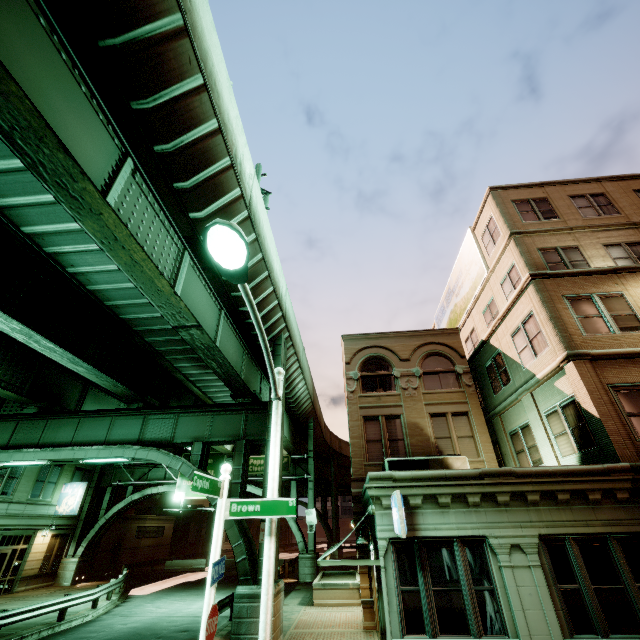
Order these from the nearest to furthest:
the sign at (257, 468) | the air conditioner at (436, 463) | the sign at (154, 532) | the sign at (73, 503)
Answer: the air conditioner at (436, 463), the sign at (73, 503), the sign at (257, 468), the sign at (154, 532)

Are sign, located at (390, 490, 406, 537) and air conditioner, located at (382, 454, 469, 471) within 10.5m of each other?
yes

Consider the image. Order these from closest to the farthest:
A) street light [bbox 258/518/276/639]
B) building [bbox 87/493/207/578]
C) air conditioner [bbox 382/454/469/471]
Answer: street light [bbox 258/518/276/639], air conditioner [bbox 382/454/469/471], building [bbox 87/493/207/578]

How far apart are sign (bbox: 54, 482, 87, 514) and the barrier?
12.32m

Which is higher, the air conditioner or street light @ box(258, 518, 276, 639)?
the air conditioner

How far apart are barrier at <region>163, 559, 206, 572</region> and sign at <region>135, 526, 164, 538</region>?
4.9 meters

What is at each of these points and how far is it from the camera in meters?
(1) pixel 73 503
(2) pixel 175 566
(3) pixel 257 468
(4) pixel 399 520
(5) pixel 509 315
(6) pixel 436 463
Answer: (1) sign, 25.9
(2) barrier, 32.8
(3) sign, 28.5
(4) sign, 7.8
(5) building, 14.5
(6) air conditioner, 13.6

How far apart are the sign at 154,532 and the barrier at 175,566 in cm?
489
